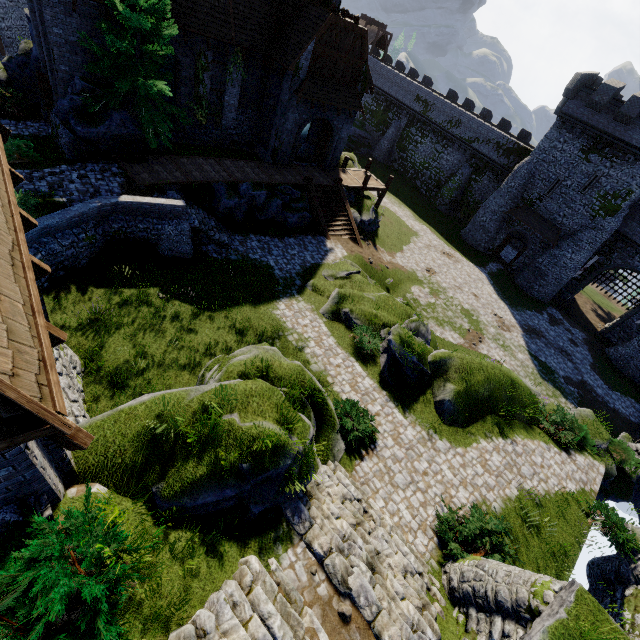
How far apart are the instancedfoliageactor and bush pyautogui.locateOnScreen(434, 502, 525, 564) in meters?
4.4 m

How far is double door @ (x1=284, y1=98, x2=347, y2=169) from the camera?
22.25m

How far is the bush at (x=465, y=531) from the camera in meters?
10.0

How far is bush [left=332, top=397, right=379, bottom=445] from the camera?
11.73m

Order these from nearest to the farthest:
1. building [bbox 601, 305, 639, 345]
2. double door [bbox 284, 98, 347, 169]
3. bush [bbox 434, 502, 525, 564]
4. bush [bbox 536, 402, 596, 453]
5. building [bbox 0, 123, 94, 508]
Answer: building [bbox 0, 123, 94, 508]
bush [bbox 434, 502, 525, 564]
bush [bbox 536, 402, 596, 453]
double door [bbox 284, 98, 347, 169]
building [bbox 601, 305, 639, 345]

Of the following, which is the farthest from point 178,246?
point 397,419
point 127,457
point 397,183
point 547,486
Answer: point 397,183

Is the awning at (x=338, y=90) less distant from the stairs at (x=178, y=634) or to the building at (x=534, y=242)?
the building at (x=534, y=242)

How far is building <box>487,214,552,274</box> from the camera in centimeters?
3375cm
